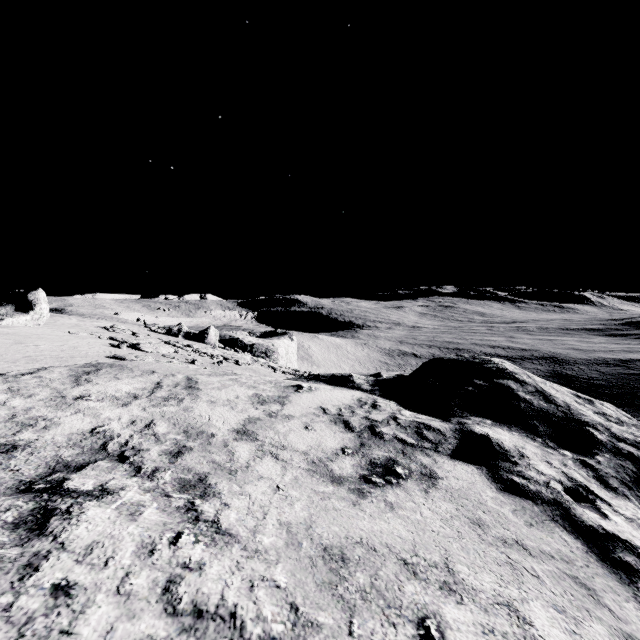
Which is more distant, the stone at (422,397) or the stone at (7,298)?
the stone at (7,298)

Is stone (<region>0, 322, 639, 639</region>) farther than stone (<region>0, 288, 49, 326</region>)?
No

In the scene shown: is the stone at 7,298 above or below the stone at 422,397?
above

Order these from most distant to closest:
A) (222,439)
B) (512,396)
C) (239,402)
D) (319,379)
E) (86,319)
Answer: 1. (86,319)
2. (319,379)
3. (512,396)
4. (239,402)
5. (222,439)

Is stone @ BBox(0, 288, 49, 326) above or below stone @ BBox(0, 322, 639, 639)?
above
